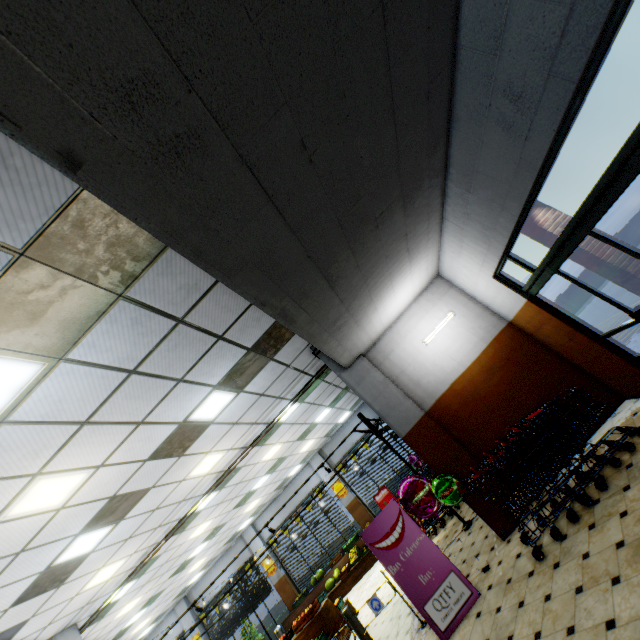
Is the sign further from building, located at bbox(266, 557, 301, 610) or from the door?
the door

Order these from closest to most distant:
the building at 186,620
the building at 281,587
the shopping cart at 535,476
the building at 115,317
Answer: the building at 115,317, the shopping cart at 535,476, the building at 281,587, the building at 186,620

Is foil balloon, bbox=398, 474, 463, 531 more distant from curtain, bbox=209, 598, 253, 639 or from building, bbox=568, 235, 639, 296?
curtain, bbox=209, 598, 253, 639

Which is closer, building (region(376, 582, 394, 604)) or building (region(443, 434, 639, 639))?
building (region(443, 434, 639, 639))

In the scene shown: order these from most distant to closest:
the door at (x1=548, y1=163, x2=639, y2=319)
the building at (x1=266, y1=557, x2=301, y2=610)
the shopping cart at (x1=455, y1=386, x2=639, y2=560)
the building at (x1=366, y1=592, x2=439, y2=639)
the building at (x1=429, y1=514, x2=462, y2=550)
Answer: the building at (x1=266, y1=557, x2=301, y2=610) → the building at (x1=429, y1=514, x2=462, y2=550) → the building at (x1=366, y1=592, x2=439, y2=639) → the shopping cart at (x1=455, y1=386, x2=639, y2=560) → the door at (x1=548, y1=163, x2=639, y2=319)

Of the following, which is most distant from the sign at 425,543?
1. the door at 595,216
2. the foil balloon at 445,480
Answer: the door at 595,216

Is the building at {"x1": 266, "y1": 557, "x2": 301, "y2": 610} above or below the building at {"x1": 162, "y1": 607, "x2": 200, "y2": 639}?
below

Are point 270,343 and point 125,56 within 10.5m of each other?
yes
